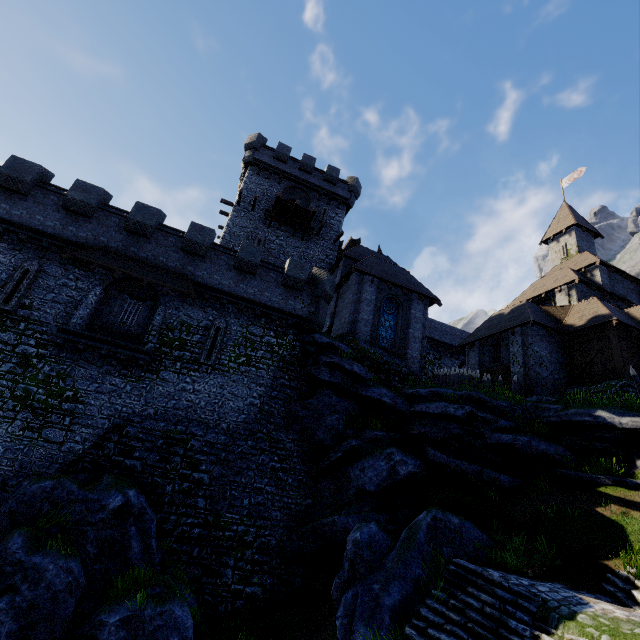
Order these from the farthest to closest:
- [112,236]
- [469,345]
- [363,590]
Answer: [469,345] < [112,236] < [363,590]

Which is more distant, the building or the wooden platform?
the wooden platform

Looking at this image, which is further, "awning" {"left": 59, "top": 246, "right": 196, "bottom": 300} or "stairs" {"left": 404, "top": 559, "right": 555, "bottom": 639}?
"awning" {"left": 59, "top": 246, "right": 196, "bottom": 300}

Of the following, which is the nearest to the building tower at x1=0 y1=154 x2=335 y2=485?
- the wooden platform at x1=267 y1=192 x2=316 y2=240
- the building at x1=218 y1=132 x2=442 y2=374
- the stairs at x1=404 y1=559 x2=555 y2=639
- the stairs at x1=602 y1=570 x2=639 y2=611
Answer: the building at x1=218 y1=132 x2=442 y2=374

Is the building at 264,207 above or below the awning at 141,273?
above

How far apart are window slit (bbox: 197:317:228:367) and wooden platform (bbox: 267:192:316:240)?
12.3 meters

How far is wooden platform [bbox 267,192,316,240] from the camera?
26.39m

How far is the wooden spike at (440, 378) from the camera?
19.8 meters
